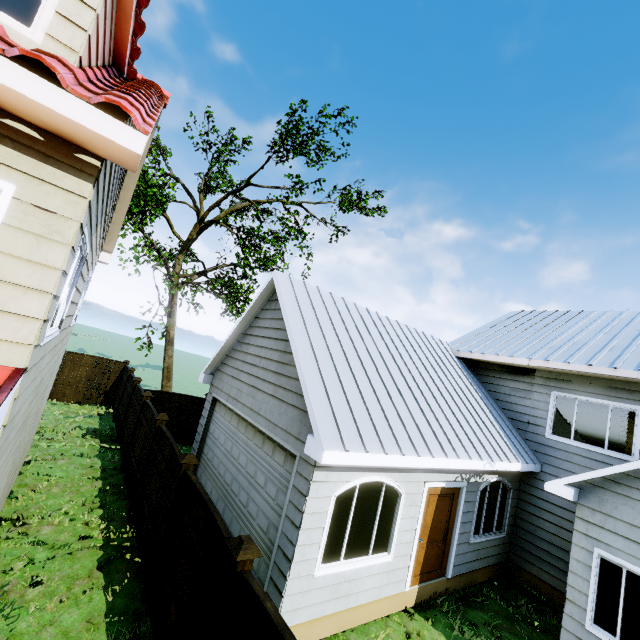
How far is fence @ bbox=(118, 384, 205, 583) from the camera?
6.2m

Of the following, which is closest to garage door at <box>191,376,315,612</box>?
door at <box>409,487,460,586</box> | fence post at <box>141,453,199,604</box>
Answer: fence post at <box>141,453,199,604</box>

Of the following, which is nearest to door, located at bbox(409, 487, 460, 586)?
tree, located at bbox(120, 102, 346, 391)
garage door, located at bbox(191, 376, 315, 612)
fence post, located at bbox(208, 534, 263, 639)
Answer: garage door, located at bbox(191, 376, 315, 612)

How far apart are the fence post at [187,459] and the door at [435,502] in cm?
484

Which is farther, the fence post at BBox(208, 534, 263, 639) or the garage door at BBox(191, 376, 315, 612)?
the garage door at BBox(191, 376, 315, 612)

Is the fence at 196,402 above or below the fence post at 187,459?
below

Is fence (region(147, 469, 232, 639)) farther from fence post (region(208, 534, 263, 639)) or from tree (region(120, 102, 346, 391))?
tree (region(120, 102, 346, 391))

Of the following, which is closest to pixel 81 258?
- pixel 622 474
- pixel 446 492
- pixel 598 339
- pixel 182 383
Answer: pixel 446 492
